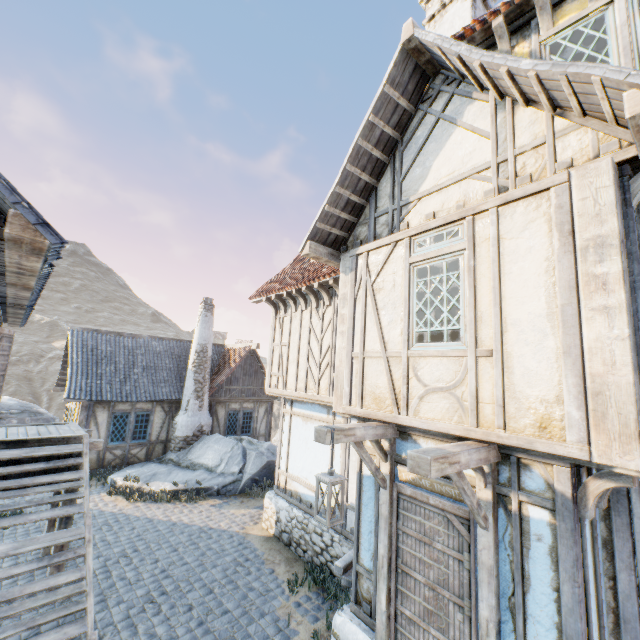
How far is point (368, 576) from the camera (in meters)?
4.91

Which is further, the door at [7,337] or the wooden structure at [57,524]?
the door at [7,337]

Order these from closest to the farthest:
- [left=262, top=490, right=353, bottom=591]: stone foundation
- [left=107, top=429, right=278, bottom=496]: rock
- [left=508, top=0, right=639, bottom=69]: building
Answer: [left=508, top=0, right=639, bottom=69]: building < [left=262, top=490, right=353, bottom=591]: stone foundation < [left=107, top=429, right=278, bottom=496]: rock

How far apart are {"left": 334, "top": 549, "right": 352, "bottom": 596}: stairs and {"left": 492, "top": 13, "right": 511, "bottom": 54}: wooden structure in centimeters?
839cm

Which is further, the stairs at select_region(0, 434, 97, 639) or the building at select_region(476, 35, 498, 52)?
the building at select_region(476, 35, 498, 52)

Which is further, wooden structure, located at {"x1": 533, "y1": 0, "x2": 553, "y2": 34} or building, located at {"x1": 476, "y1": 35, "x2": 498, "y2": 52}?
building, located at {"x1": 476, "y1": 35, "x2": 498, "y2": 52}

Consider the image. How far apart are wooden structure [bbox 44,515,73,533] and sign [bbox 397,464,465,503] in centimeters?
645cm

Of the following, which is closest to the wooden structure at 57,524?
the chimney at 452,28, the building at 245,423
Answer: the building at 245,423
